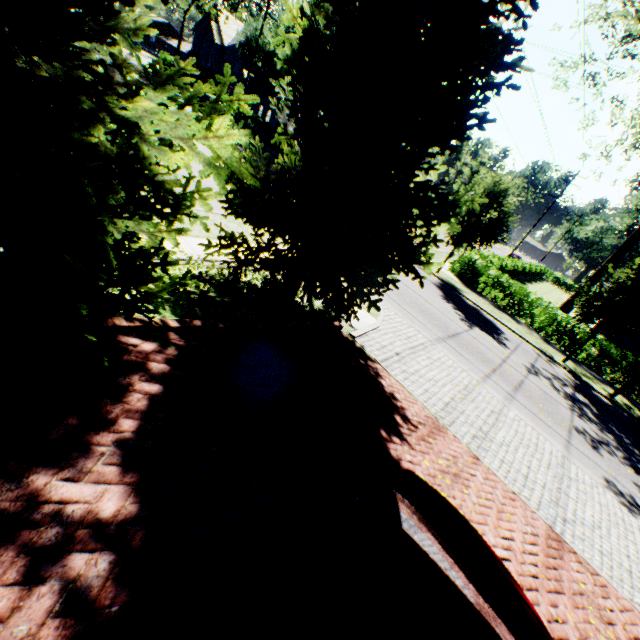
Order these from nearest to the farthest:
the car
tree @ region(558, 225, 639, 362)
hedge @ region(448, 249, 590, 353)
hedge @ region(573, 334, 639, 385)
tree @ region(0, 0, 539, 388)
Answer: the car, tree @ region(0, 0, 539, 388), tree @ region(558, 225, 639, 362), hedge @ region(573, 334, 639, 385), hedge @ region(448, 249, 590, 353)

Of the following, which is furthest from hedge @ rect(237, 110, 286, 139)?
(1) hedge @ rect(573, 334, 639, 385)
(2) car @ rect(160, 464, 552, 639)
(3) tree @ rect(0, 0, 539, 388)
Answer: (2) car @ rect(160, 464, 552, 639)

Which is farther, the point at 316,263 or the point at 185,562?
the point at 316,263

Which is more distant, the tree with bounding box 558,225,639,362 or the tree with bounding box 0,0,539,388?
the tree with bounding box 558,225,639,362

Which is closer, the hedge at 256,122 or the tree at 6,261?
the tree at 6,261

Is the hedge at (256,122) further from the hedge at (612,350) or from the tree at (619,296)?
the hedge at (612,350)

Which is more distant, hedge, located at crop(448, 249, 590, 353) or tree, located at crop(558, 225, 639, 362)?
hedge, located at crop(448, 249, 590, 353)

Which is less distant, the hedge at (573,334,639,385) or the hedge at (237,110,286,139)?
the hedge at (573,334,639,385)
